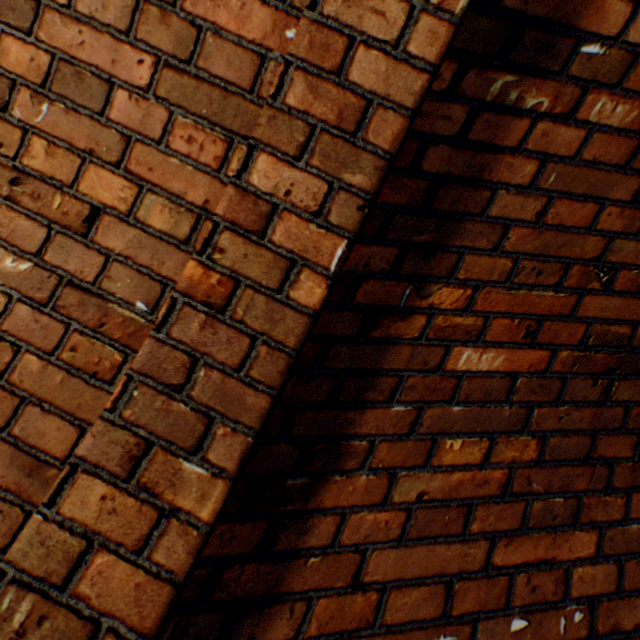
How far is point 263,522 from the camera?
0.7m
